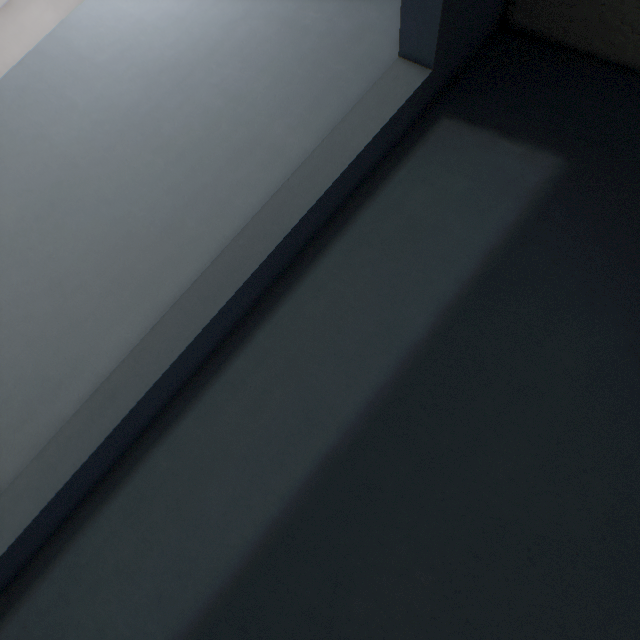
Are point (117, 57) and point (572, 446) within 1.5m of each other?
no
